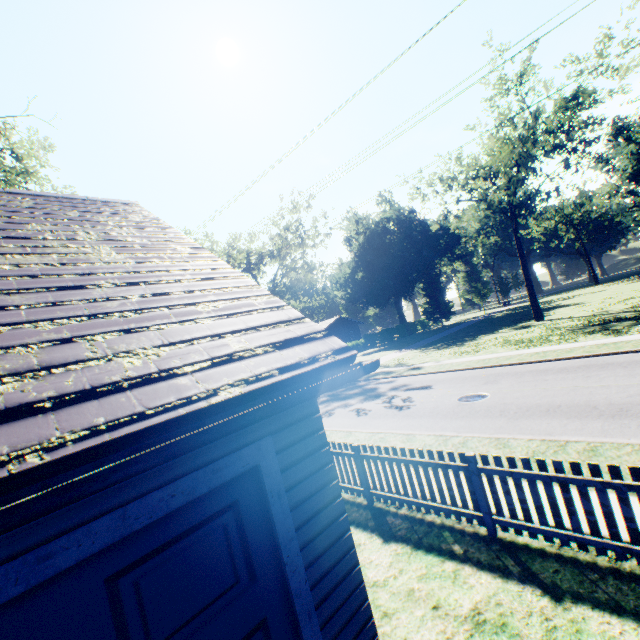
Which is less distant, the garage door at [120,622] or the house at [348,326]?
the garage door at [120,622]

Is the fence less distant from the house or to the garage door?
the garage door

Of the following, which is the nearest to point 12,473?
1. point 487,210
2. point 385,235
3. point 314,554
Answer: point 314,554

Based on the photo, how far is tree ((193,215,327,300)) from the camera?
35.8 meters

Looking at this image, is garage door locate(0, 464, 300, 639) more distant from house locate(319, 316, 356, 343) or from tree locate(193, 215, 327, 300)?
house locate(319, 316, 356, 343)

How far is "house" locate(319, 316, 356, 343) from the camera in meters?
56.1 m

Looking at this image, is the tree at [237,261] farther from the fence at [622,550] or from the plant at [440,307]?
the plant at [440,307]

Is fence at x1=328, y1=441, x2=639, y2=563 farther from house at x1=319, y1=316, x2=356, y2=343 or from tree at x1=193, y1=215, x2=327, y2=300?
house at x1=319, y1=316, x2=356, y2=343
